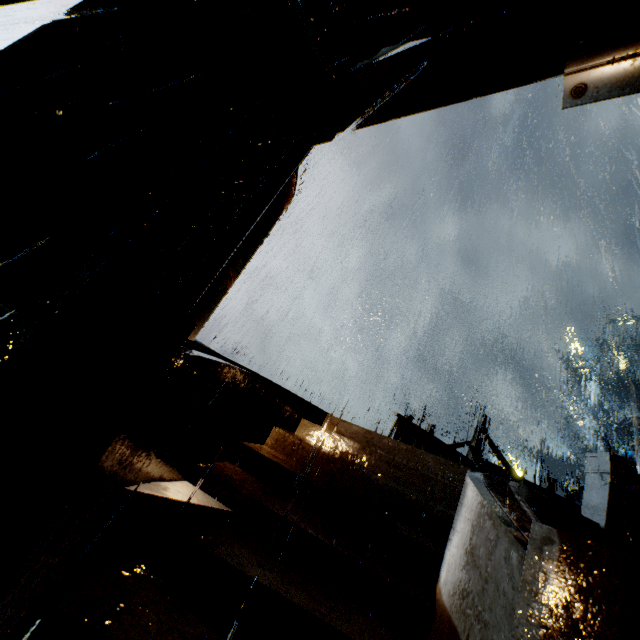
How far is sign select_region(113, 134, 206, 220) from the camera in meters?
3.4

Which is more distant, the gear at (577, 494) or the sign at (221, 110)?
the gear at (577, 494)

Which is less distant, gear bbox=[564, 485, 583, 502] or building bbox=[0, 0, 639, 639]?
building bbox=[0, 0, 639, 639]

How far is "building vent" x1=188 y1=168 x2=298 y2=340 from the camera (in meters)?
5.17

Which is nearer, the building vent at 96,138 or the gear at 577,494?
the building vent at 96,138

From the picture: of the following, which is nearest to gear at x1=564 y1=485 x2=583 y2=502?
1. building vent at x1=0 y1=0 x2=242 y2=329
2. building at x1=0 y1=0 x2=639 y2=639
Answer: building at x1=0 y1=0 x2=639 y2=639

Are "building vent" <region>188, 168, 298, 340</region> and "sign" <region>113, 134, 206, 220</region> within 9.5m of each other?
yes

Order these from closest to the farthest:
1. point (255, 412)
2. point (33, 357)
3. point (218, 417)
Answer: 1. point (33, 357)
2. point (218, 417)
3. point (255, 412)
